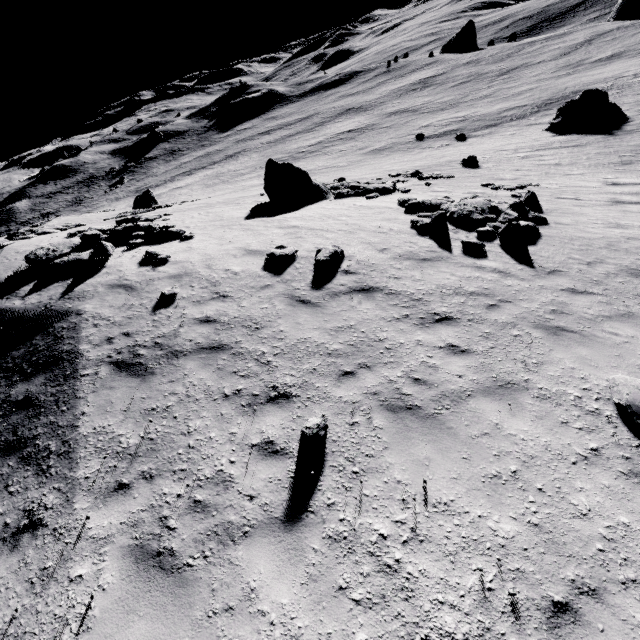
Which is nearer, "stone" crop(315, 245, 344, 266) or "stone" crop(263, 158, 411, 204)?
"stone" crop(315, 245, 344, 266)

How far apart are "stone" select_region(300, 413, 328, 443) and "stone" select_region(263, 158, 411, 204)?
15.0m

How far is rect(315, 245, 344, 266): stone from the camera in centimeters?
962cm

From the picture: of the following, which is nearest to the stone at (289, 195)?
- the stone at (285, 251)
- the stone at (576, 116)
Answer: the stone at (285, 251)

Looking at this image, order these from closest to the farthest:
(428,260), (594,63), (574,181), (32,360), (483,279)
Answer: (32,360)
(483,279)
(428,260)
(574,181)
(594,63)

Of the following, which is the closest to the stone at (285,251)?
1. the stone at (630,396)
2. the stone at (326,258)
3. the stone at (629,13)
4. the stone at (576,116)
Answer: the stone at (326,258)

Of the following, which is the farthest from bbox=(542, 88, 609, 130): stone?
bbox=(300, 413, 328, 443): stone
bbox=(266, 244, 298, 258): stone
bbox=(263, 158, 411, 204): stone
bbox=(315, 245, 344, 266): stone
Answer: bbox=(300, 413, 328, 443): stone

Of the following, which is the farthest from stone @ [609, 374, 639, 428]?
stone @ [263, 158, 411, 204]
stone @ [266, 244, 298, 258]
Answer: stone @ [263, 158, 411, 204]
